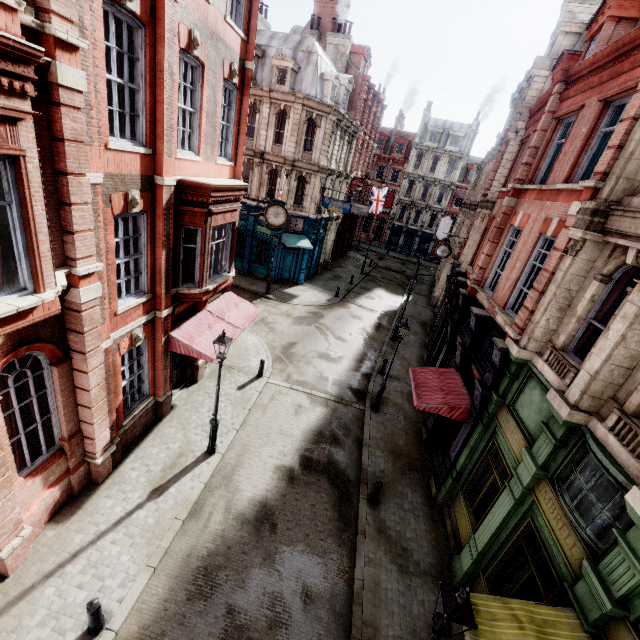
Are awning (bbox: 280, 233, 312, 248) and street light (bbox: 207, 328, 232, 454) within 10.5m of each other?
no

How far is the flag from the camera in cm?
3838

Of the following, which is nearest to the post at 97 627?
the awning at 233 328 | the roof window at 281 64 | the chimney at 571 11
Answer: the awning at 233 328

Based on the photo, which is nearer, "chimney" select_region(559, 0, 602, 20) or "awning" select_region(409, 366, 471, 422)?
"awning" select_region(409, 366, 471, 422)

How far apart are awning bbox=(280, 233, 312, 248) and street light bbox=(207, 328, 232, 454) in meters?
16.9 m

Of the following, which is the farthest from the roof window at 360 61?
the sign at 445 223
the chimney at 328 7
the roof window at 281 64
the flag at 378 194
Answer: the sign at 445 223

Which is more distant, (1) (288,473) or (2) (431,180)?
(2) (431,180)

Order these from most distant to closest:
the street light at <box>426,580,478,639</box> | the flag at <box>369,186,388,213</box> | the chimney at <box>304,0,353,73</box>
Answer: the flag at <box>369,186,388,213</box> → the chimney at <box>304,0,353,73</box> → the street light at <box>426,580,478,639</box>
